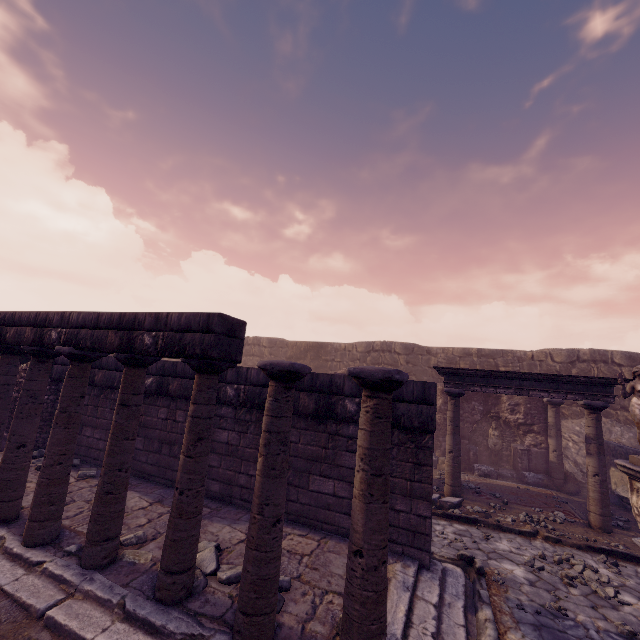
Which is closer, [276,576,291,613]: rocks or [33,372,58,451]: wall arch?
[276,576,291,613]: rocks

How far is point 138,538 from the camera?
4.4 meters

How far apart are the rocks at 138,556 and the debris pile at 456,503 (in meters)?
5.86

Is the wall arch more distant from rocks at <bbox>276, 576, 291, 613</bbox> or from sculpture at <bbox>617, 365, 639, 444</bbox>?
sculpture at <bbox>617, 365, 639, 444</bbox>

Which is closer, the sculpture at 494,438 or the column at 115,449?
the column at 115,449

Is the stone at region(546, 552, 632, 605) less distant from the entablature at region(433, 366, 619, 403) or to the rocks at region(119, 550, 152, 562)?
the entablature at region(433, 366, 619, 403)

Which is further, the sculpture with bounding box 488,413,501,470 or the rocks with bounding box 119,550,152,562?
the sculpture with bounding box 488,413,501,470

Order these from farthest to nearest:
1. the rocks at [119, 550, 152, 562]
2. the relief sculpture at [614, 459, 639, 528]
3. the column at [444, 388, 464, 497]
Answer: the column at [444, 388, 464, 497], the relief sculpture at [614, 459, 639, 528], the rocks at [119, 550, 152, 562]
